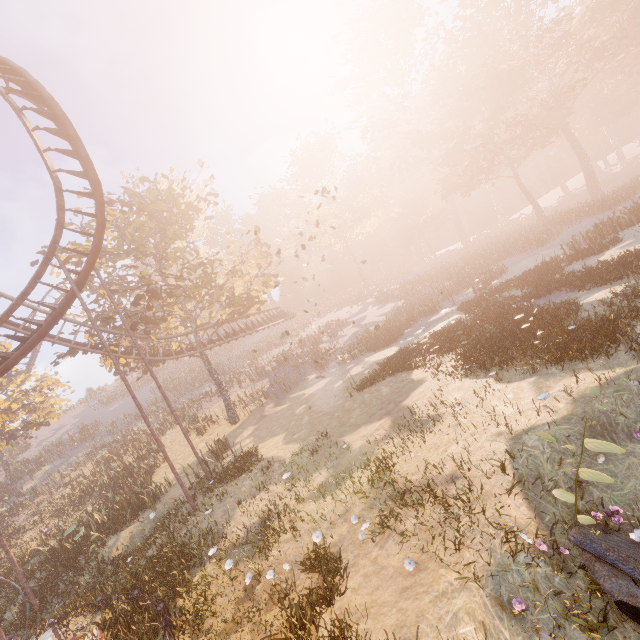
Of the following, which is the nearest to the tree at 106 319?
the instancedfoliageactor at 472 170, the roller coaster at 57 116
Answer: the roller coaster at 57 116

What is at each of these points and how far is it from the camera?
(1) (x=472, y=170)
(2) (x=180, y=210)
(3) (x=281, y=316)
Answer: (1) instancedfoliageactor, 40.47m
(2) tree, 24.06m
(3) roller coaster, 37.09m

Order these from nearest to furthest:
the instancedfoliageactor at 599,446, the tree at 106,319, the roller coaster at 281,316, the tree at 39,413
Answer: the instancedfoliageactor at 599,446 → the tree at 106,319 → the roller coaster at 281,316 → the tree at 39,413

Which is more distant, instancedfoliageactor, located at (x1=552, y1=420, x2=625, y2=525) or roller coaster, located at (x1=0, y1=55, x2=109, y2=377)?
roller coaster, located at (x1=0, y1=55, x2=109, y2=377)

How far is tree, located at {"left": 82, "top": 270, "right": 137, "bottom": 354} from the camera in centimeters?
2062cm

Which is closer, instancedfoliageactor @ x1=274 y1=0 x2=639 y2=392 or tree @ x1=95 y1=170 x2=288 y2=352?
instancedfoliageactor @ x1=274 y1=0 x2=639 y2=392

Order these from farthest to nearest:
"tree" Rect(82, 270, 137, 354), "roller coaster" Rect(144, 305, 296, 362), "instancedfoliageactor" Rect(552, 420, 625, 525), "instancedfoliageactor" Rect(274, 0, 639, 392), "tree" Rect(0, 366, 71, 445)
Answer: "tree" Rect(0, 366, 71, 445), "roller coaster" Rect(144, 305, 296, 362), "tree" Rect(82, 270, 137, 354), "instancedfoliageactor" Rect(274, 0, 639, 392), "instancedfoliageactor" Rect(552, 420, 625, 525)

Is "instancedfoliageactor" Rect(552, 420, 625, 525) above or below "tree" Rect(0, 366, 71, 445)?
below
